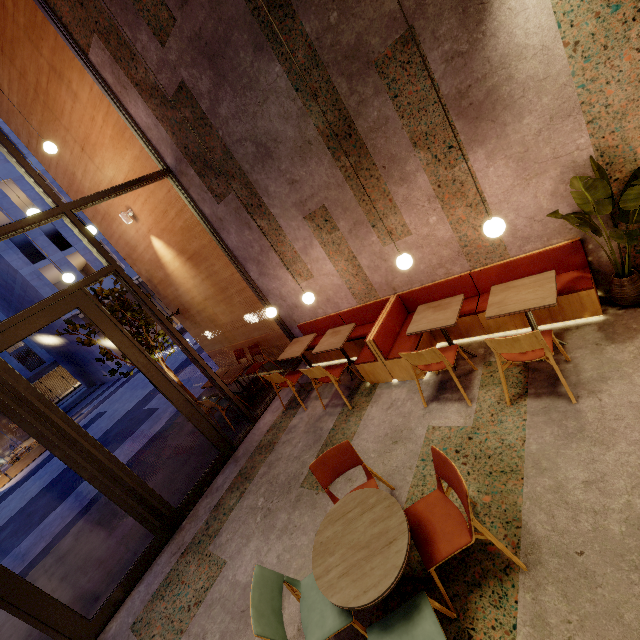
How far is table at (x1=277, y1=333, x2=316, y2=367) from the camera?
5.7 meters

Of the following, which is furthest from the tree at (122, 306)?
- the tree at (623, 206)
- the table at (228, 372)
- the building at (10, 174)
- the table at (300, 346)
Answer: the building at (10, 174)

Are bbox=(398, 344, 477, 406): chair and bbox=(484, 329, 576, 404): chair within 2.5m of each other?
yes

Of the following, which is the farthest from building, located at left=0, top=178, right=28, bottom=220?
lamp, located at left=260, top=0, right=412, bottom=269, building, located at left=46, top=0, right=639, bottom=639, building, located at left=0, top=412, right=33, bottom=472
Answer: lamp, located at left=260, top=0, right=412, bottom=269

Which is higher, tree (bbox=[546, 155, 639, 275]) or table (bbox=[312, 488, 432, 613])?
tree (bbox=[546, 155, 639, 275])

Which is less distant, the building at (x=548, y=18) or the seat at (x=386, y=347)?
the building at (x=548, y=18)

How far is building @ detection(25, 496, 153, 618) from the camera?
4.7 meters

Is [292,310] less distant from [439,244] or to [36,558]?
[439,244]
